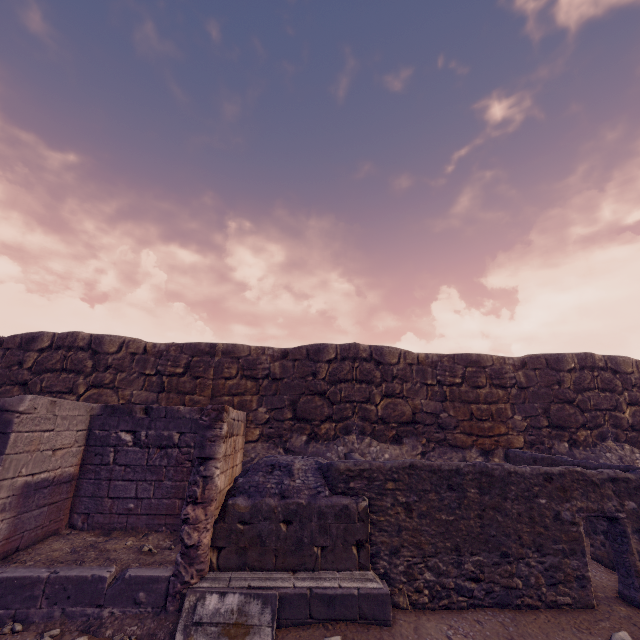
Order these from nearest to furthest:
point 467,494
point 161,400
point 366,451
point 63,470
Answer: point 467,494 < point 63,470 < point 366,451 < point 161,400
